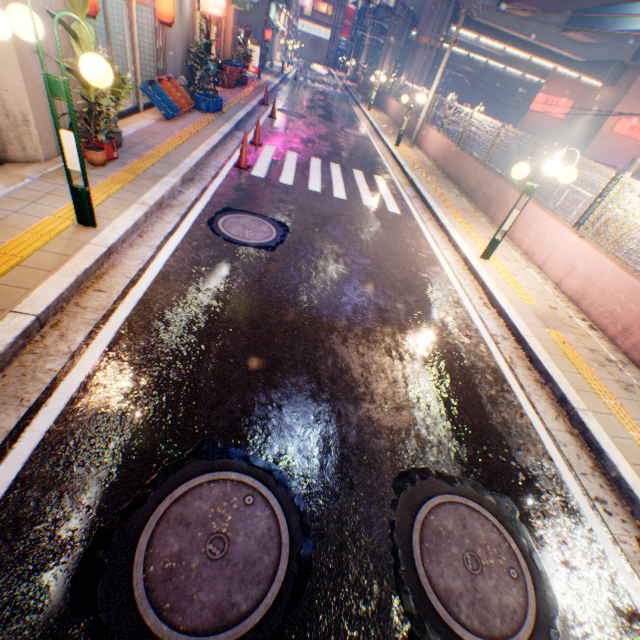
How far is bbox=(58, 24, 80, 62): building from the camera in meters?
5.1

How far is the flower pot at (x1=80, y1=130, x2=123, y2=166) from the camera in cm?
559

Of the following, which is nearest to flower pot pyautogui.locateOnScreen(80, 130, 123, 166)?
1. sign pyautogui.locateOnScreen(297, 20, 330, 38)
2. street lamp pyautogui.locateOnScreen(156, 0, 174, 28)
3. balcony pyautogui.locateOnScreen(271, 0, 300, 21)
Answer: street lamp pyautogui.locateOnScreen(156, 0, 174, 28)

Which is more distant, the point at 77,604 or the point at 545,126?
the point at 545,126

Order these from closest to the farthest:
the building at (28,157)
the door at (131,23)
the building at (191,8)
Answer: the building at (28,157)
the door at (131,23)
the building at (191,8)

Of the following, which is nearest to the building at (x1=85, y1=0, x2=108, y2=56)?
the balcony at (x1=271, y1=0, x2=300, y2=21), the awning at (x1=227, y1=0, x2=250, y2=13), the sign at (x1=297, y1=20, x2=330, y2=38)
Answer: the awning at (x1=227, y1=0, x2=250, y2=13)

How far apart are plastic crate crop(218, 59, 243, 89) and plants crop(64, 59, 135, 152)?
10.2 meters

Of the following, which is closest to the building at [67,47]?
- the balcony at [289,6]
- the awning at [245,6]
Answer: the awning at [245,6]
